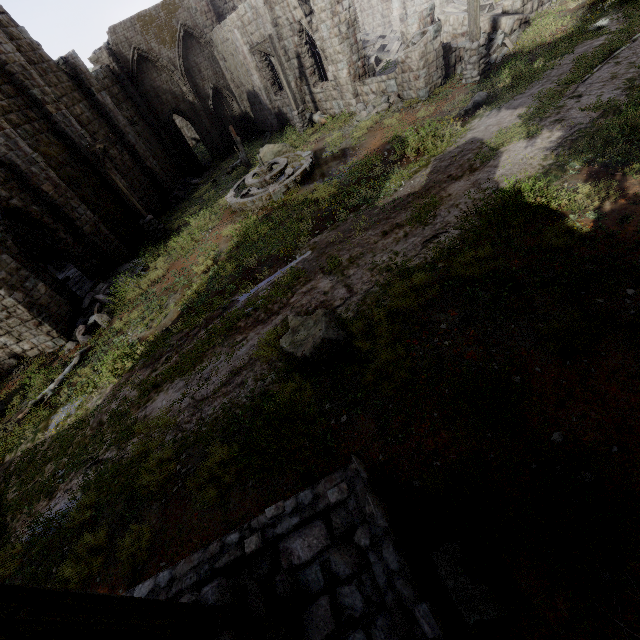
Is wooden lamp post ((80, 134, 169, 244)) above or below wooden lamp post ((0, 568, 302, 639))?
below

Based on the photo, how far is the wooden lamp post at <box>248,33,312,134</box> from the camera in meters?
16.6 m

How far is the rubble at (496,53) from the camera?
13.42m

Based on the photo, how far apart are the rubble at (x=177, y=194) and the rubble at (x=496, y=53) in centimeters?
1727cm

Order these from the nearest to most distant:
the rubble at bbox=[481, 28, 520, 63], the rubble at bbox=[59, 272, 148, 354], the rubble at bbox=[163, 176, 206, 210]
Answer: the rubble at bbox=[59, 272, 148, 354] < the rubble at bbox=[481, 28, 520, 63] < the rubble at bbox=[163, 176, 206, 210]

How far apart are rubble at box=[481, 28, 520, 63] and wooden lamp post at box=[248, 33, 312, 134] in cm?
800

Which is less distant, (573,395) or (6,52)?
(573,395)

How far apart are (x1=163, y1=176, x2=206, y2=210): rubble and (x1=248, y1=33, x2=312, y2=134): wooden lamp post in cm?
805
